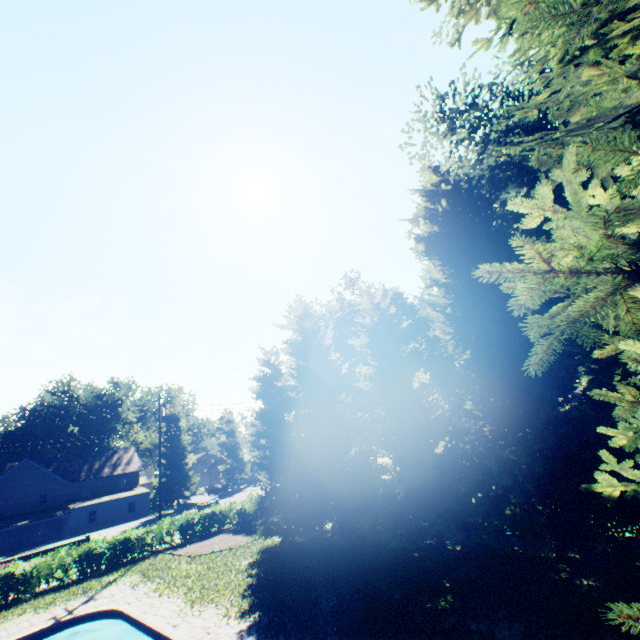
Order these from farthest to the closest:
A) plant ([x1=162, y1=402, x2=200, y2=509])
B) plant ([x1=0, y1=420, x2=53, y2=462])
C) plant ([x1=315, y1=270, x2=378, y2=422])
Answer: plant ([x1=0, y1=420, x2=53, y2=462]), plant ([x1=162, y1=402, x2=200, y2=509]), plant ([x1=315, y1=270, x2=378, y2=422])

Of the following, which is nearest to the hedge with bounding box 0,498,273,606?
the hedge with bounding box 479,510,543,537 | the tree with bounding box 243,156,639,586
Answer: the tree with bounding box 243,156,639,586

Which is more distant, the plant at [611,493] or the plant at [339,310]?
the plant at [339,310]

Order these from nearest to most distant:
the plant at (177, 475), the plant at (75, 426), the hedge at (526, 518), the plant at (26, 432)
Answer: the hedge at (526, 518)
the plant at (177, 475)
the plant at (26, 432)
the plant at (75, 426)

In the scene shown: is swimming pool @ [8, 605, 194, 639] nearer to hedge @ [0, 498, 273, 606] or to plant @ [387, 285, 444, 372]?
plant @ [387, 285, 444, 372]

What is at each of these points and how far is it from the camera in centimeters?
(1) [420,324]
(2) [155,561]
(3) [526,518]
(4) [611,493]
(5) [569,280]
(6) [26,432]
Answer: (1) plant, 4009cm
(2) plant, 2084cm
(3) hedge, 1363cm
(4) plant, 570cm
(5) plant, 329cm
(6) plant, 5741cm

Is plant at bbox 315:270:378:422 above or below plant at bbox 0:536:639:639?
above

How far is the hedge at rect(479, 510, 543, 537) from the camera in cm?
1284
